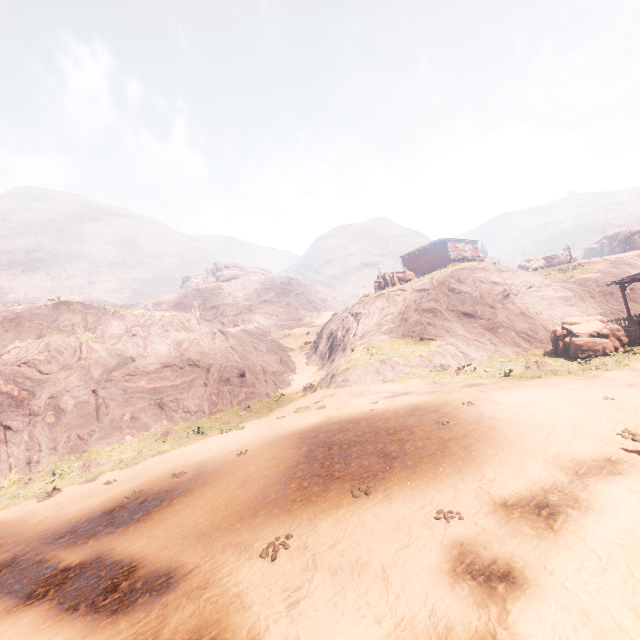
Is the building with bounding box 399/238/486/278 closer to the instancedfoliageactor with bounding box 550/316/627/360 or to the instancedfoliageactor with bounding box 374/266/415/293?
the instancedfoliageactor with bounding box 550/316/627/360

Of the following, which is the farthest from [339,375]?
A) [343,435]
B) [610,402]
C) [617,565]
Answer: [617,565]

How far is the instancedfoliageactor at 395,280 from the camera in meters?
36.2

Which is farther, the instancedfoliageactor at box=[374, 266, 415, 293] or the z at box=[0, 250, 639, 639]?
the instancedfoliageactor at box=[374, 266, 415, 293]

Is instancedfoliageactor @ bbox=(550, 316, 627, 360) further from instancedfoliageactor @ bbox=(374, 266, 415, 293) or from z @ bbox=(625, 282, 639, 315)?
instancedfoliageactor @ bbox=(374, 266, 415, 293)

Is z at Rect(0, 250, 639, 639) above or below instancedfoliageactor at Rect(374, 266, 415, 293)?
below

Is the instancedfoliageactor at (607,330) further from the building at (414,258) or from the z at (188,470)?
the building at (414,258)

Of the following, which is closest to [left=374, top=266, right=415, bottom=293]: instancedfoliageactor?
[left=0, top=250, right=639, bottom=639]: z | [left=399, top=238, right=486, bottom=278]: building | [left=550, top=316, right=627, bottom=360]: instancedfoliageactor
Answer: [left=0, top=250, right=639, bottom=639]: z
